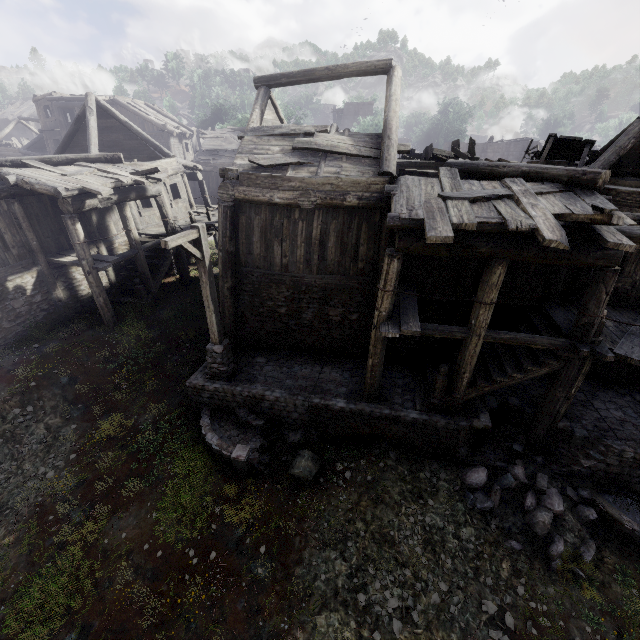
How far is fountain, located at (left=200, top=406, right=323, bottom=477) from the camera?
8.8 meters

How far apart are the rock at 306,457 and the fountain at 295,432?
0.3 meters

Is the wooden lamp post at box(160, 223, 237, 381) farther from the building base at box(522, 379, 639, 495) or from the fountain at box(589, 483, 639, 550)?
the fountain at box(589, 483, 639, 550)

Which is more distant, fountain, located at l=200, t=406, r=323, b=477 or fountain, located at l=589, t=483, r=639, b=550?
fountain, located at l=200, t=406, r=323, b=477

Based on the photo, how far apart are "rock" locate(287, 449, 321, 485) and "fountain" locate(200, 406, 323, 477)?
0.3 meters

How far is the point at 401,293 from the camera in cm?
928

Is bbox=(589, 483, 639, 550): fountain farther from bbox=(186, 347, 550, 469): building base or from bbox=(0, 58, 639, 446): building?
bbox=(0, 58, 639, 446): building

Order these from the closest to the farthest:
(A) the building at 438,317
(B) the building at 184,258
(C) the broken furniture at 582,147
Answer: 1. (A) the building at 438,317
2. (C) the broken furniture at 582,147
3. (B) the building at 184,258
